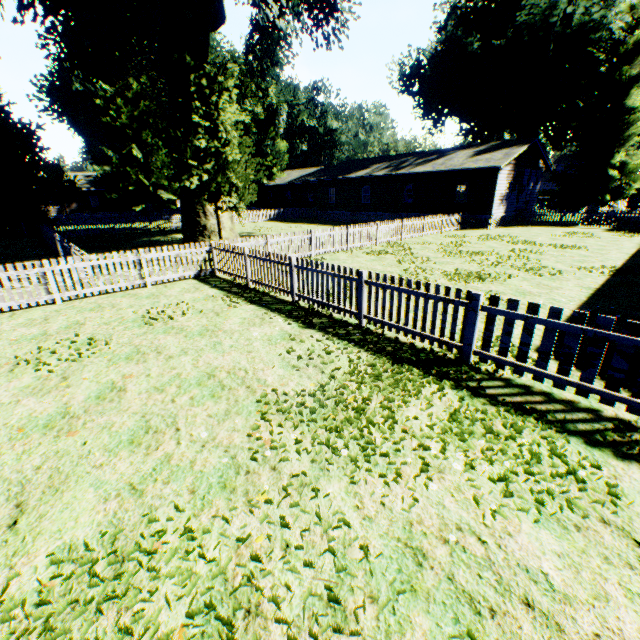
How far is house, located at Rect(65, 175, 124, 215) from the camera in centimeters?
4853cm

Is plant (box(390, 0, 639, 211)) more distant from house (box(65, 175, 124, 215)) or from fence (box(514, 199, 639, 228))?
house (box(65, 175, 124, 215))

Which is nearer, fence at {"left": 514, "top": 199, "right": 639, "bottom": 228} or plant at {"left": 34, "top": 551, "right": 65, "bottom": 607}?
plant at {"left": 34, "top": 551, "right": 65, "bottom": 607}

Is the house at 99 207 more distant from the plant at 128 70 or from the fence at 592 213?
the plant at 128 70

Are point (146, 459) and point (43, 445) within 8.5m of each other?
yes

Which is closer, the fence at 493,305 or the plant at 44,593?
the plant at 44,593

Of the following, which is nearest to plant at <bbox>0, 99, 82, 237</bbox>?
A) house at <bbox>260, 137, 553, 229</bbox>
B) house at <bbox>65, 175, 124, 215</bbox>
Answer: house at <bbox>260, 137, 553, 229</bbox>

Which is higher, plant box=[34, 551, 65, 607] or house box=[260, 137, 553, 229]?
house box=[260, 137, 553, 229]
